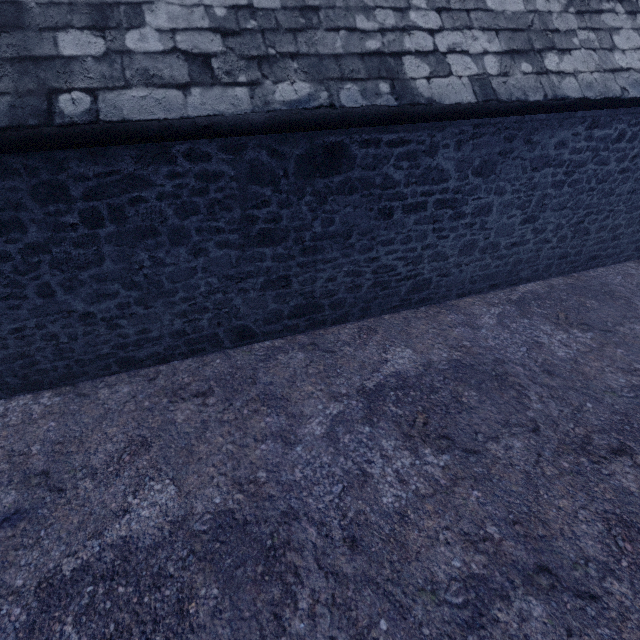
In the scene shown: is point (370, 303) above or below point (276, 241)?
below
